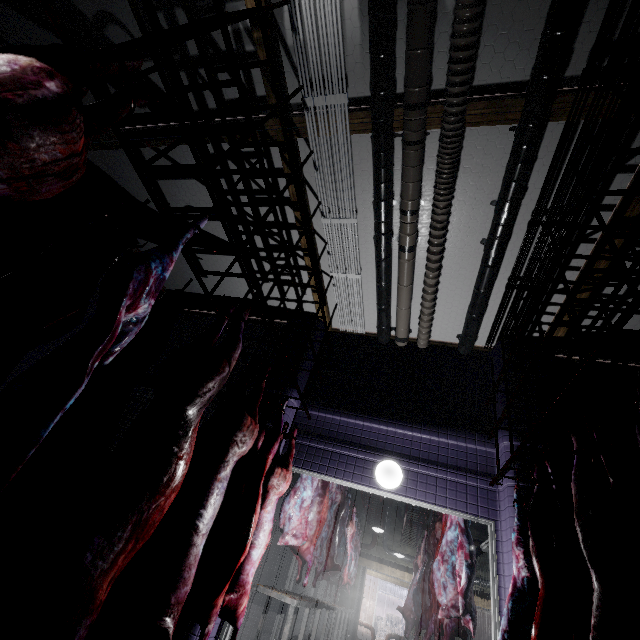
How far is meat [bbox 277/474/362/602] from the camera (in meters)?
3.97

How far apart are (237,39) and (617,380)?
5.7m

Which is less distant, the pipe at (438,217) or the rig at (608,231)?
the rig at (608,231)

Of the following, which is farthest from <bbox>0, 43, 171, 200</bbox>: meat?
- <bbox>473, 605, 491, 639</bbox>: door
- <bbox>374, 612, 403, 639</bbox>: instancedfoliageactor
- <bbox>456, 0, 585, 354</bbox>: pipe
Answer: <bbox>374, 612, 403, 639</bbox>: instancedfoliageactor

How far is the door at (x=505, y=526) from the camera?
2.9 meters

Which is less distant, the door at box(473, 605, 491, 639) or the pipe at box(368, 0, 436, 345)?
the pipe at box(368, 0, 436, 345)

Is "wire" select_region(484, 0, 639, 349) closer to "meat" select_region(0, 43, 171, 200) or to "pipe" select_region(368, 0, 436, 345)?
"pipe" select_region(368, 0, 436, 345)

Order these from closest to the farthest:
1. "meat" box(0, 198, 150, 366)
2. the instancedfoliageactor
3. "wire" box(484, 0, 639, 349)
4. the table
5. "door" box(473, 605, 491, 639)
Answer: "meat" box(0, 198, 150, 366) < "wire" box(484, 0, 639, 349) < the table < "door" box(473, 605, 491, 639) < the instancedfoliageactor
